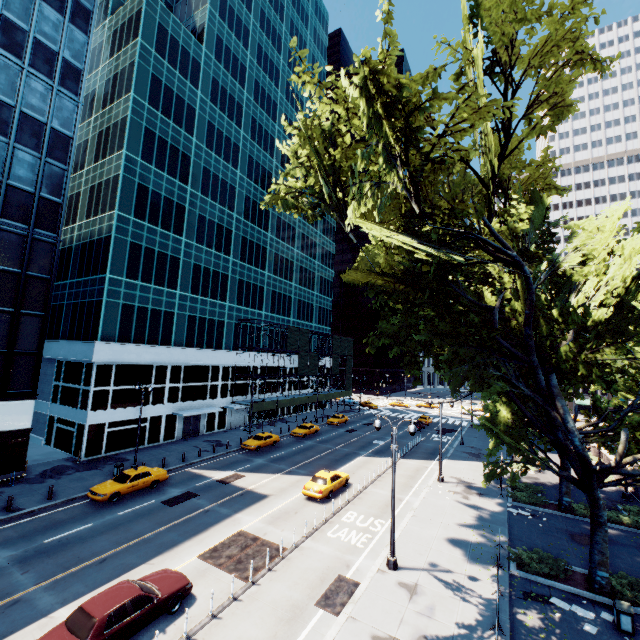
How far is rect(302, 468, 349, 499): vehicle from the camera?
23.7 meters

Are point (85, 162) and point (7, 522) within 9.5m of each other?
no

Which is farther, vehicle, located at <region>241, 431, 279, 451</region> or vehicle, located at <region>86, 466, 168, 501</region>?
vehicle, located at <region>241, 431, 279, 451</region>

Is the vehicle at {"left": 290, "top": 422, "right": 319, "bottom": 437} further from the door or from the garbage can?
the garbage can

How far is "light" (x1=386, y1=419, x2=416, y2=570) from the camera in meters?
16.1 m

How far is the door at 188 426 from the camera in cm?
3915

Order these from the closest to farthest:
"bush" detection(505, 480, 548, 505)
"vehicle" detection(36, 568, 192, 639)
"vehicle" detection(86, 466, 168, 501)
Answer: "vehicle" detection(36, 568, 192, 639) → "vehicle" detection(86, 466, 168, 501) → "bush" detection(505, 480, 548, 505)

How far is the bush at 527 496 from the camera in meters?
25.0
